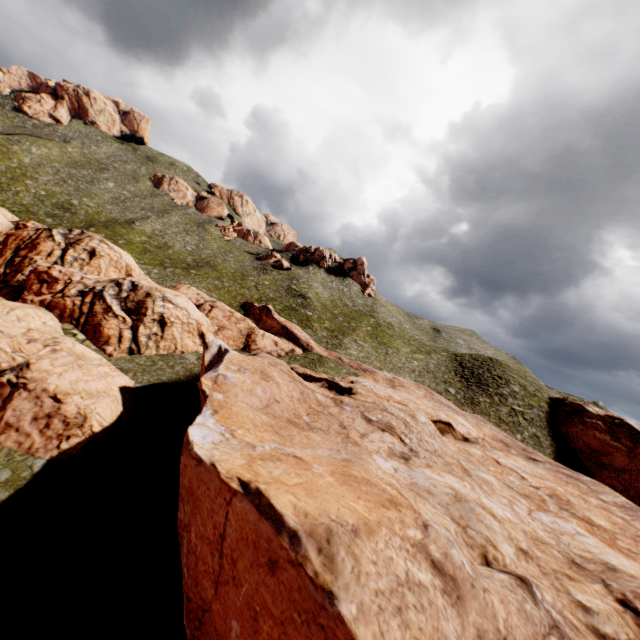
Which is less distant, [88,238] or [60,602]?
[60,602]
